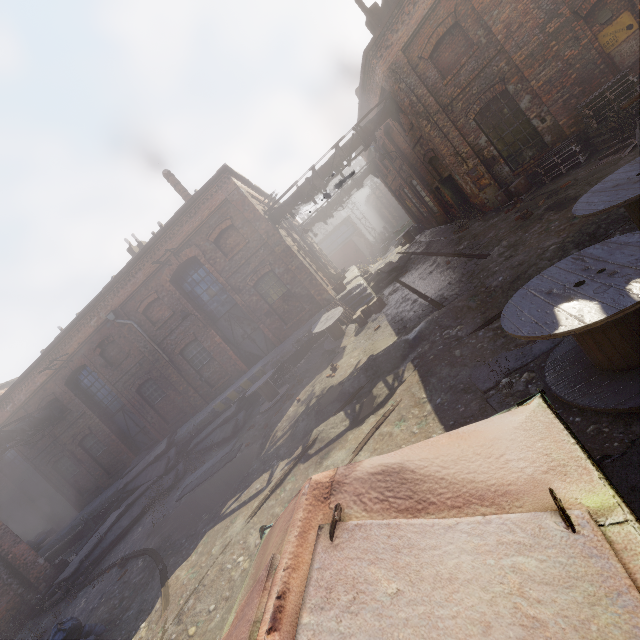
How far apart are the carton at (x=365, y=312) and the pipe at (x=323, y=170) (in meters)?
5.62

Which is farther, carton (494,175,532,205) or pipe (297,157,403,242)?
pipe (297,157,403,242)

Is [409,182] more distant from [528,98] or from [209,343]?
[209,343]

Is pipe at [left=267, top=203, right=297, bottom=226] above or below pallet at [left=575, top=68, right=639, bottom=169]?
above

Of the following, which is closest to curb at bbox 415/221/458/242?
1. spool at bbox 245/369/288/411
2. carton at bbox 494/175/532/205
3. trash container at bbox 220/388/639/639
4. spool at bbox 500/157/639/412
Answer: carton at bbox 494/175/532/205

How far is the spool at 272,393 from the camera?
12.55m

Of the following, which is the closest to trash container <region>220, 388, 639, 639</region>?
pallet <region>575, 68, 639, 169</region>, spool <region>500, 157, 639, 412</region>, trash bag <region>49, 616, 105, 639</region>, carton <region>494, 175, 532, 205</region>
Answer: spool <region>500, 157, 639, 412</region>

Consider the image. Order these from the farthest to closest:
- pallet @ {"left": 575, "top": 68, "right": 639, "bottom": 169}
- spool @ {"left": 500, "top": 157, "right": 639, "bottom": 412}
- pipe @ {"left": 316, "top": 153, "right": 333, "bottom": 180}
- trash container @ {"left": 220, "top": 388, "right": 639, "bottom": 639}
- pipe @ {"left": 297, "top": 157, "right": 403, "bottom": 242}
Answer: pipe @ {"left": 297, "top": 157, "right": 403, "bottom": 242} → pipe @ {"left": 316, "top": 153, "right": 333, "bottom": 180} → pallet @ {"left": 575, "top": 68, "right": 639, "bottom": 169} → spool @ {"left": 500, "top": 157, "right": 639, "bottom": 412} → trash container @ {"left": 220, "top": 388, "right": 639, "bottom": 639}
